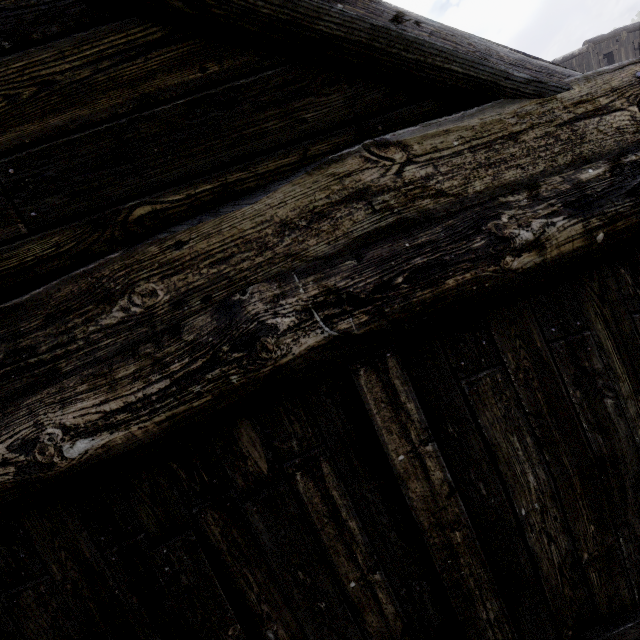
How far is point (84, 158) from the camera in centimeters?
131cm
